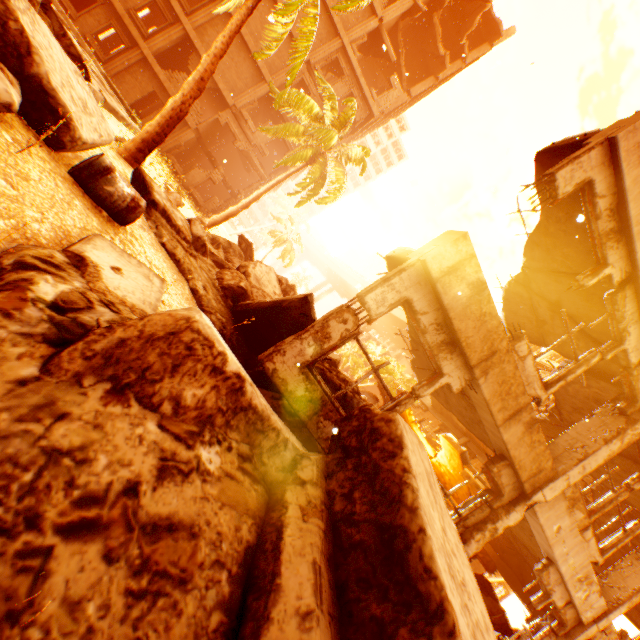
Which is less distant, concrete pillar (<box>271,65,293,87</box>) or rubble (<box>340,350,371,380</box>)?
concrete pillar (<box>271,65,293,87</box>)

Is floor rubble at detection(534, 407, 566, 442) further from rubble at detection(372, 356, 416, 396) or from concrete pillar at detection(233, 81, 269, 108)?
concrete pillar at detection(233, 81, 269, 108)

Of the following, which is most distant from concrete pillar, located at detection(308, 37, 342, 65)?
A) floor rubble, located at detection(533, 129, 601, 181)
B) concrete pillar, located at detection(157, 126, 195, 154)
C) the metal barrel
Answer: the metal barrel

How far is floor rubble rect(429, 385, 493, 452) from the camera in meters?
6.8 m

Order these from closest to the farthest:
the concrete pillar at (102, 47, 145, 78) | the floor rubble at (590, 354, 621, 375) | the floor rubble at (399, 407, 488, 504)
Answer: the floor rubble at (590, 354, 621, 375), the floor rubble at (399, 407, 488, 504), the concrete pillar at (102, 47, 145, 78)

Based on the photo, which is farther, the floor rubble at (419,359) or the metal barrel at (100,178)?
the floor rubble at (419,359)

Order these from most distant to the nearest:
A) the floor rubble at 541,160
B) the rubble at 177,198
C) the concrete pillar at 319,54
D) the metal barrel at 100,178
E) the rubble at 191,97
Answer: the concrete pillar at 319,54 < the rubble at 177,198 < the rubble at 191,97 < the floor rubble at 541,160 < the metal barrel at 100,178

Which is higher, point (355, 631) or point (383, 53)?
point (383, 53)
